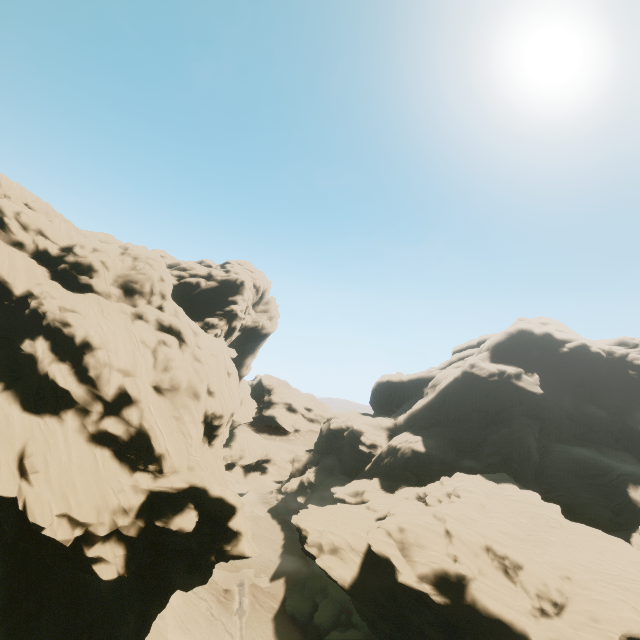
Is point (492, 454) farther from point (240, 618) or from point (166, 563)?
point (166, 563)

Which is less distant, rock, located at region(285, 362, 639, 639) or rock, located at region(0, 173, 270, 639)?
rock, located at region(0, 173, 270, 639)

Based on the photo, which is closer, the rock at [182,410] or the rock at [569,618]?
the rock at [182,410]
